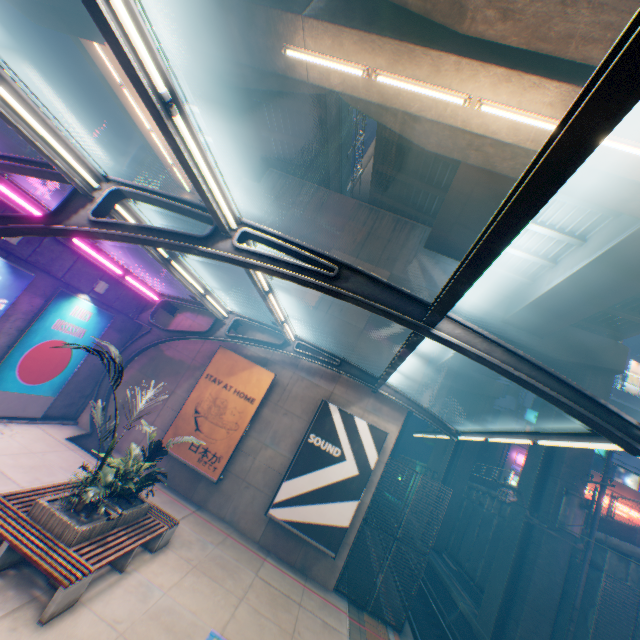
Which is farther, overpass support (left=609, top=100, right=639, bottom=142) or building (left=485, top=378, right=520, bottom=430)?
building (left=485, top=378, right=520, bottom=430)

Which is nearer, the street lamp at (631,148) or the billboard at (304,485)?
the street lamp at (631,148)

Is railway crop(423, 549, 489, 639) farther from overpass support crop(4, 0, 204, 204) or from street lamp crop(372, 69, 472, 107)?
overpass support crop(4, 0, 204, 204)

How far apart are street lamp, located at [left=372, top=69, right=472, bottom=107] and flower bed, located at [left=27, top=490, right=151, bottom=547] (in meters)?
→ 11.42

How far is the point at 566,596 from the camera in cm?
1474

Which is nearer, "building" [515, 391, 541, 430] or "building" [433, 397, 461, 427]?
"building" [515, 391, 541, 430]

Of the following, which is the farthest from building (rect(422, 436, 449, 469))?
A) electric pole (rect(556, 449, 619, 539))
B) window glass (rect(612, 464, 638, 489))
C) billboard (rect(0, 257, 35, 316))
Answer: billboard (rect(0, 257, 35, 316))

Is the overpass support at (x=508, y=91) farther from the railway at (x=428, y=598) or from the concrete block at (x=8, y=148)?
the concrete block at (x=8, y=148)
